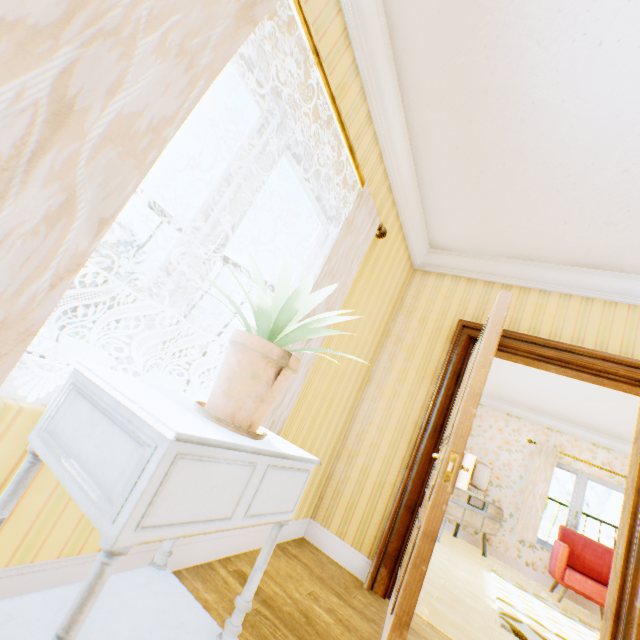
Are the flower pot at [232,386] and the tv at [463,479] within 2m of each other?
no

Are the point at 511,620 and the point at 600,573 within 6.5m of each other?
yes

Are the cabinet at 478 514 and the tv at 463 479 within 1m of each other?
yes

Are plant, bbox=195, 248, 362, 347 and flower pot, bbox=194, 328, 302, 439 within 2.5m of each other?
yes

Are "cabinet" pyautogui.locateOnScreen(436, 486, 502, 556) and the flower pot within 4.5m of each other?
no

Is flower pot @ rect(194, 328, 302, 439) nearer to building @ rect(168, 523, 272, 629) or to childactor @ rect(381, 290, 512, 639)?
building @ rect(168, 523, 272, 629)

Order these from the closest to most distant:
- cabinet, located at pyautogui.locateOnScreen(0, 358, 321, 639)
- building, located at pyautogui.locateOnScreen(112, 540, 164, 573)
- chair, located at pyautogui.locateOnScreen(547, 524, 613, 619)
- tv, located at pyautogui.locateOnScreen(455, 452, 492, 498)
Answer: cabinet, located at pyautogui.locateOnScreen(0, 358, 321, 639) < building, located at pyautogui.locateOnScreen(112, 540, 164, 573) < chair, located at pyautogui.locateOnScreen(547, 524, 613, 619) < tv, located at pyautogui.locateOnScreen(455, 452, 492, 498)

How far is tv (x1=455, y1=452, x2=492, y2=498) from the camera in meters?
6.1
